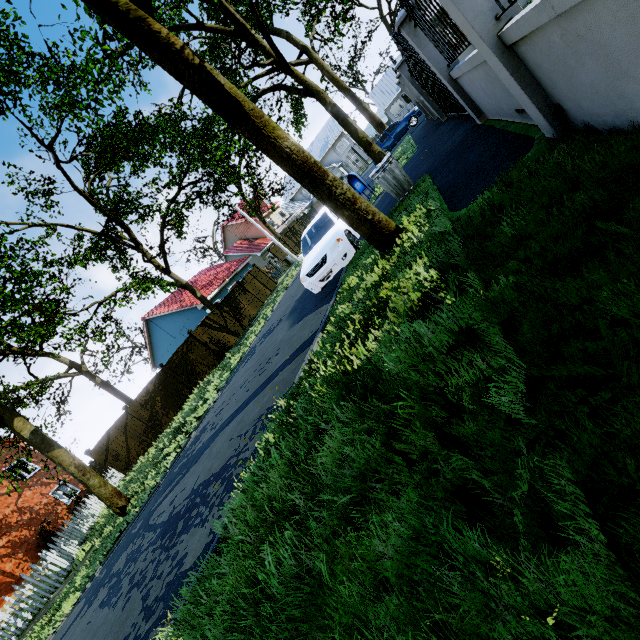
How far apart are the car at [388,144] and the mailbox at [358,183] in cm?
1159

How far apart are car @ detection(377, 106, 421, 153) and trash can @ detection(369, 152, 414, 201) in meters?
18.0 m

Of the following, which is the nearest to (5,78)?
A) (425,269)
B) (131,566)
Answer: (131,566)

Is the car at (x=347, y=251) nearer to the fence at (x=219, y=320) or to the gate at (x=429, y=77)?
the gate at (x=429, y=77)

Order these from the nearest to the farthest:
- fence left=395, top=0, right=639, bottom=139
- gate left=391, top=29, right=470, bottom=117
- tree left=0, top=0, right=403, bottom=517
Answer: fence left=395, top=0, right=639, bottom=139, tree left=0, top=0, right=403, bottom=517, gate left=391, top=29, right=470, bottom=117

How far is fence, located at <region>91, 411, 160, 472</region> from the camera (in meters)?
17.38

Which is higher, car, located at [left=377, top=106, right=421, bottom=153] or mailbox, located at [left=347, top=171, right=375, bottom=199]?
mailbox, located at [left=347, top=171, right=375, bottom=199]
